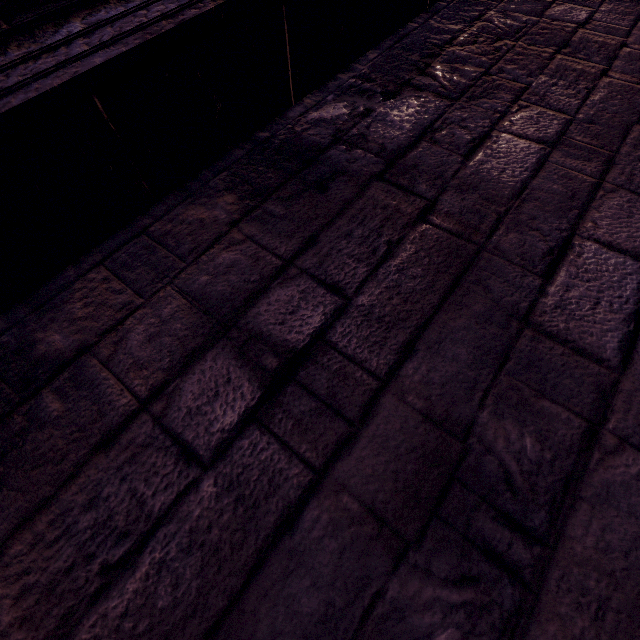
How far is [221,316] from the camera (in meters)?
0.96

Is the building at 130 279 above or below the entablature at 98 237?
below

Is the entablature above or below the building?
above
